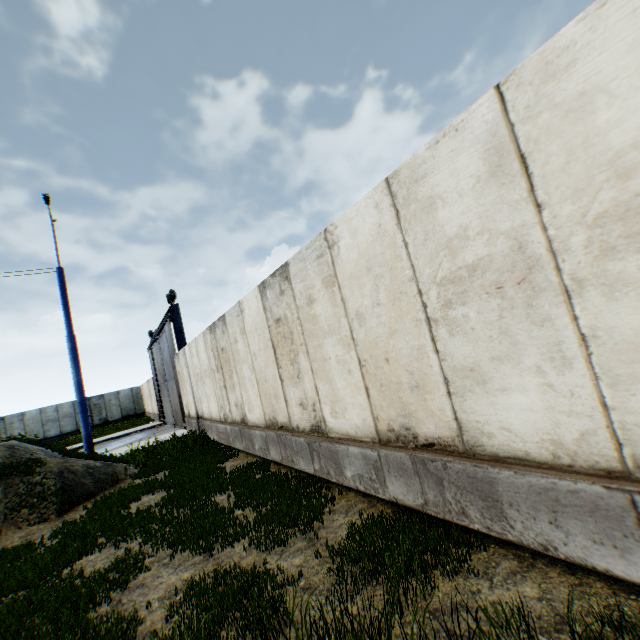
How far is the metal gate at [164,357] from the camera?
15.8 meters

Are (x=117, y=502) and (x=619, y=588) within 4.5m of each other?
no

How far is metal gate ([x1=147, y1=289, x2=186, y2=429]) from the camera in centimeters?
1580cm
